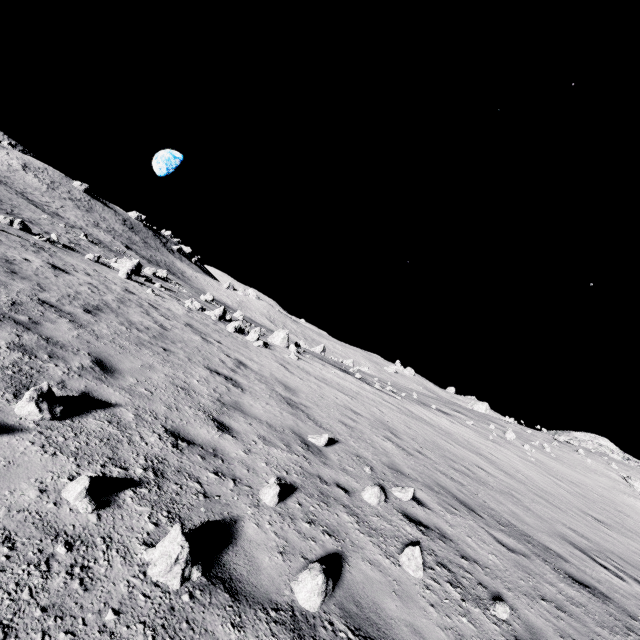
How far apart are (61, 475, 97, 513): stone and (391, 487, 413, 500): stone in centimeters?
510cm

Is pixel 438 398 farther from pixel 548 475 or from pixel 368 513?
pixel 368 513

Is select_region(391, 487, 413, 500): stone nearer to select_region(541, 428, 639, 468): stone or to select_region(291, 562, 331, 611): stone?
select_region(291, 562, 331, 611): stone

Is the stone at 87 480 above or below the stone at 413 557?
below

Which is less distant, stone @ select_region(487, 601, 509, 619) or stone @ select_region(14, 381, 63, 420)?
stone @ select_region(14, 381, 63, 420)

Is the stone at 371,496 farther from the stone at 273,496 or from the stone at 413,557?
the stone at 273,496

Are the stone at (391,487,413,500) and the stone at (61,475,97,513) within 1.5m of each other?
no

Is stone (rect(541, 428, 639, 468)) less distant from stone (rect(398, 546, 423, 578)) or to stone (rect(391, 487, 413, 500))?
stone (rect(391, 487, 413, 500))
